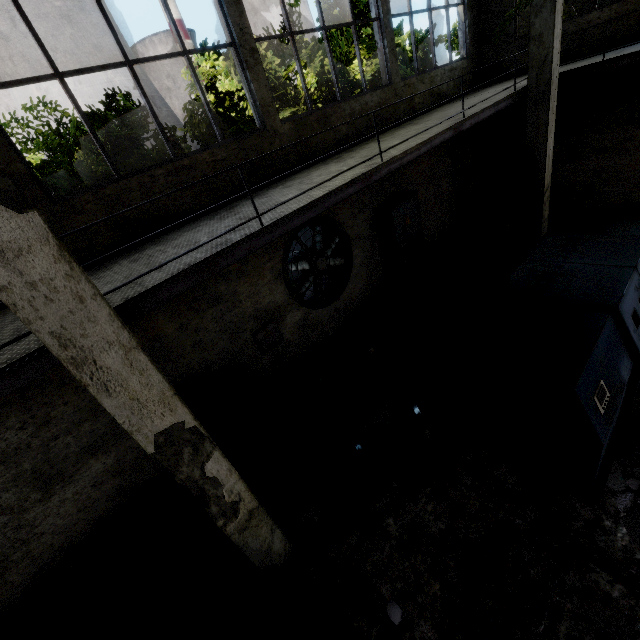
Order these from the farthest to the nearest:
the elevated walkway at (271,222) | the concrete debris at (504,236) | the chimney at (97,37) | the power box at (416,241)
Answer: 1. the chimney at (97,37)
2. the concrete debris at (504,236)
3. the power box at (416,241)
4. the elevated walkway at (271,222)

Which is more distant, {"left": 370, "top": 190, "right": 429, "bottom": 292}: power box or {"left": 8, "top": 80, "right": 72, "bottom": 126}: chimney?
{"left": 8, "top": 80, "right": 72, "bottom": 126}: chimney

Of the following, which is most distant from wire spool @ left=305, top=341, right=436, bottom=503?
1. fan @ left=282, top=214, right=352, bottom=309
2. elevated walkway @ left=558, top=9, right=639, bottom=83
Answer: elevated walkway @ left=558, top=9, right=639, bottom=83

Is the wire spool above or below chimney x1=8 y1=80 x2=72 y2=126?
below

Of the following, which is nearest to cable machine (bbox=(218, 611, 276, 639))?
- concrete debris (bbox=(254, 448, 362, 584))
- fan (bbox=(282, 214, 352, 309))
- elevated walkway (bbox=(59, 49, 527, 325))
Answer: concrete debris (bbox=(254, 448, 362, 584))

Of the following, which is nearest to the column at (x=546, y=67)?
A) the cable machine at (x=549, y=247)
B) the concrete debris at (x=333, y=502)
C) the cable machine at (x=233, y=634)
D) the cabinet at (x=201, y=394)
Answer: the cable machine at (x=549, y=247)

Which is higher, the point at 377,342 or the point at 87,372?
the point at 87,372

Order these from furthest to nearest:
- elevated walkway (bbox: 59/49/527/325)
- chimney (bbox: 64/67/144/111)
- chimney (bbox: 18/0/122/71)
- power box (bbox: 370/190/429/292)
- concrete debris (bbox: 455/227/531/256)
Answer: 1. chimney (bbox: 64/67/144/111)
2. chimney (bbox: 18/0/122/71)
3. concrete debris (bbox: 455/227/531/256)
4. power box (bbox: 370/190/429/292)
5. elevated walkway (bbox: 59/49/527/325)
